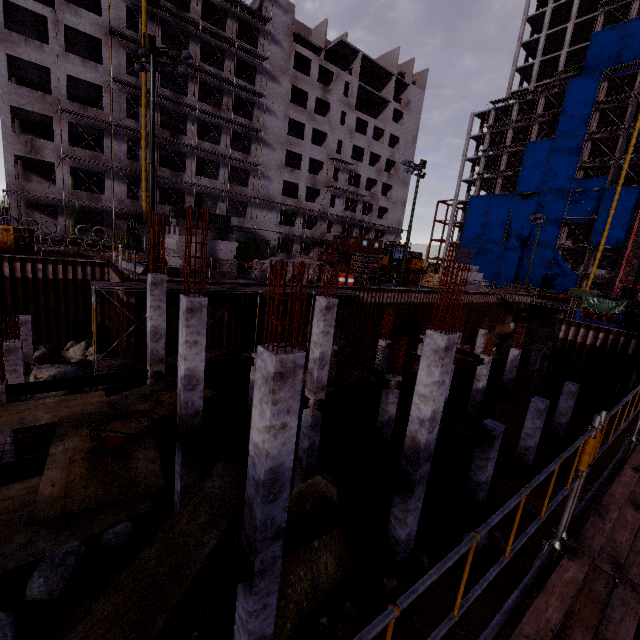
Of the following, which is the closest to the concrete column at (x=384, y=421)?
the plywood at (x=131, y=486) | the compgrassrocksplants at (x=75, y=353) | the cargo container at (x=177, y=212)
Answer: the plywood at (x=131, y=486)

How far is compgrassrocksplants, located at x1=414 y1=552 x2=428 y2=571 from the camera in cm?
993

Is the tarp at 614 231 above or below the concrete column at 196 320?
above

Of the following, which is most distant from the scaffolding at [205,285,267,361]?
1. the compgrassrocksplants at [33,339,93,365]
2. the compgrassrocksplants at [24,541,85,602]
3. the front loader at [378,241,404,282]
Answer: the compgrassrocksplants at [24,541,85,602]

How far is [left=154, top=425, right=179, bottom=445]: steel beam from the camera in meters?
9.6 m

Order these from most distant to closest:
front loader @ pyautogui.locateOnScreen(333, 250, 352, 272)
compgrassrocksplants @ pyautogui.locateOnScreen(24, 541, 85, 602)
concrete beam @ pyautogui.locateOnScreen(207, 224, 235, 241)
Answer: front loader @ pyautogui.locateOnScreen(333, 250, 352, 272)
concrete beam @ pyautogui.locateOnScreen(207, 224, 235, 241)
compgrassrocksplants @ pyautogui.locateOnScreen(24, 541, 85, 602)

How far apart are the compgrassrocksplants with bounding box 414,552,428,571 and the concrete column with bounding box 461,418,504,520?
3.8 meters

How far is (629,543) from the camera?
3.29m
